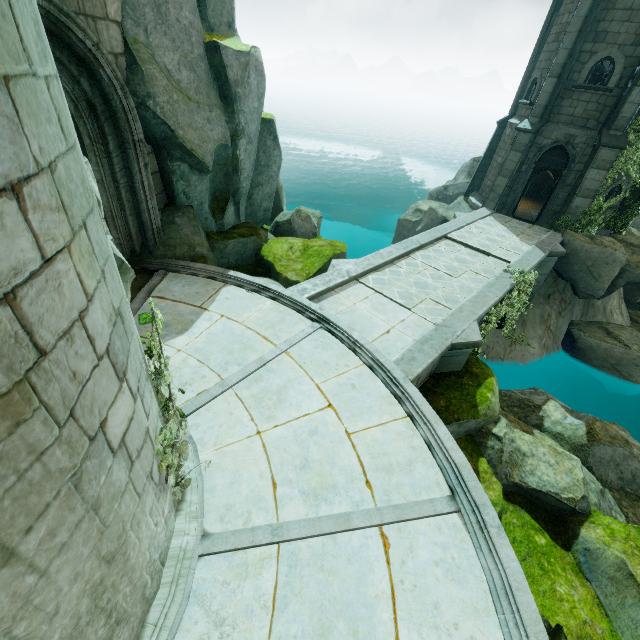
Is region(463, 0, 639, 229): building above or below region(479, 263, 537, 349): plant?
above

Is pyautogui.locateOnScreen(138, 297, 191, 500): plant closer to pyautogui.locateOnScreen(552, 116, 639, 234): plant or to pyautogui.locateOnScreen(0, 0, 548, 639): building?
pyautogui.locateOnScreen(0, 0, 548, 639): building

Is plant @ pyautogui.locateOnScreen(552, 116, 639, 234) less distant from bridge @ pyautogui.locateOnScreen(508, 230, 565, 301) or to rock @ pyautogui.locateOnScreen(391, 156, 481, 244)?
bridge @ pyautogui.locateOnScreen(508, 230, 565, 301)

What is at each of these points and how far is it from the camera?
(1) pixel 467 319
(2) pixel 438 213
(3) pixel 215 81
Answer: (1) bridge, 8.6m
(2) rock, 17.4m
(3) rock, 9.0m

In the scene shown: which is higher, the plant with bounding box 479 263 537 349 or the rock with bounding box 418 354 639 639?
the plant with bounding box 479 263 537 349

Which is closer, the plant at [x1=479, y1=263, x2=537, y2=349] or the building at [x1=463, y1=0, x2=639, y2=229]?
the plant at [x1=479, y1=263, x2=537, y2=349]

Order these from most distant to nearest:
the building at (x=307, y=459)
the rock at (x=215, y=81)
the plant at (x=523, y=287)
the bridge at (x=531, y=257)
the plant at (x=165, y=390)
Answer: the bridge at (x=531, y=257) < the plant at (x=523, y=287) < the rock at (x=215, y=81) < the plant at (x=165, y=390) < the building at (x=307, y=459)

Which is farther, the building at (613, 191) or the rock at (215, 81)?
the building at (613, 191)
